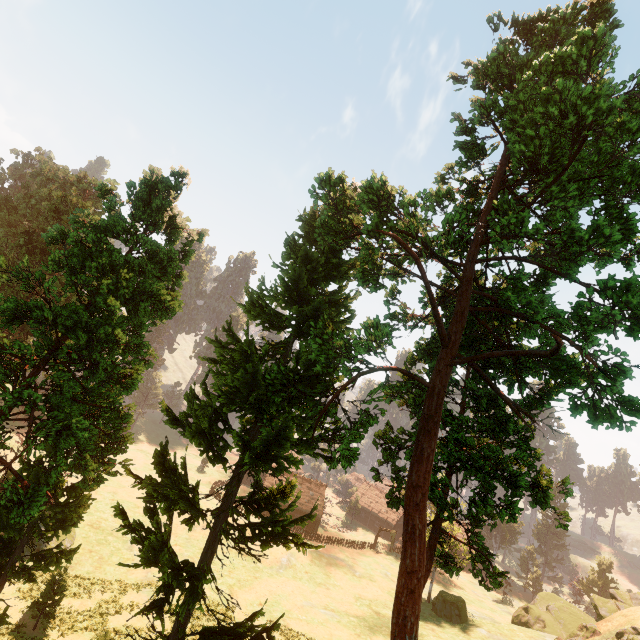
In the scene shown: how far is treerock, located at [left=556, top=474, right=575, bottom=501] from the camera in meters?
15.7

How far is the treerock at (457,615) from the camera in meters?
37.5 m

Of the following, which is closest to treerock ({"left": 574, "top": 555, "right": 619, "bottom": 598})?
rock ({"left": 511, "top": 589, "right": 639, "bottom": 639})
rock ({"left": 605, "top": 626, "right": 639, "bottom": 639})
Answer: rock ({"left": 511, "top": 589, "right": 639, "bottom": 639})

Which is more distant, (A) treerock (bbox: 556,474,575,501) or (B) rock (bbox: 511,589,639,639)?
(B) rock (bbox: 511,589,639,639)

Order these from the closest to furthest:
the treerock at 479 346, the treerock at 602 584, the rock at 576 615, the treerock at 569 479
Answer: the treerock at 479 346 → the treerock at 569 479 → the rock at 576 615 → the treerock at 602 584

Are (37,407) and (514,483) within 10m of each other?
no

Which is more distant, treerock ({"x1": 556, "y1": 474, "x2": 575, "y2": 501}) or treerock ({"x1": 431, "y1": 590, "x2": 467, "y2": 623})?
treerock ({"x1": 431, "y1": 590, "x2": 467, "y2": 623})
